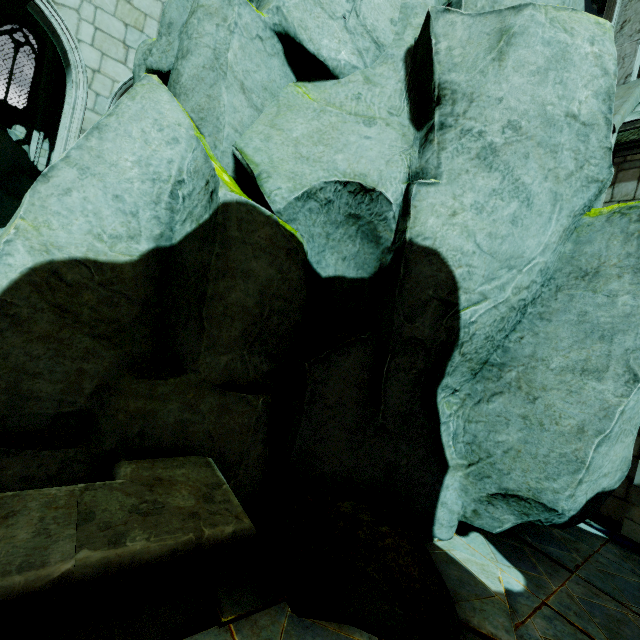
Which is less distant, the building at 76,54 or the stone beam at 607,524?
the stone beam at 607,524

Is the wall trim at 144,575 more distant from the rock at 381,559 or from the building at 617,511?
the building at 617,511

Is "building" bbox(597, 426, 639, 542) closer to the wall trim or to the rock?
the rock

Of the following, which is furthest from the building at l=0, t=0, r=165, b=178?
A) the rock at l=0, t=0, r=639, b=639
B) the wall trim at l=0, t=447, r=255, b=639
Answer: the wall trim at l=0, t=447, r=255, b=639

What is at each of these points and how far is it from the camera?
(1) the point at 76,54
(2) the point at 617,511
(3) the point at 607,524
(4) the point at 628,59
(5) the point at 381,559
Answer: (1) building, 6.43m
(2) building, 4.72m
(3) stone beam, 4.74m
(4) building, 5.95m
(5) rock, 2.58m

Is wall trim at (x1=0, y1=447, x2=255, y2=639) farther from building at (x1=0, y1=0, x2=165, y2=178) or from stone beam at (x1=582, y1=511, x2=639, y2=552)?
stone beam at (x1=582, y1=511, x2=639, y2=552)

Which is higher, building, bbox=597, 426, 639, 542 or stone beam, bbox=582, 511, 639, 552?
building, bbox=597, 426, 639, 542
